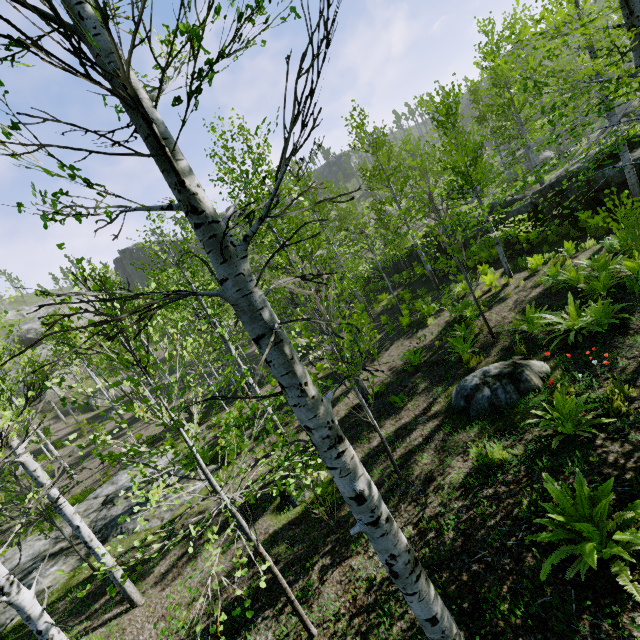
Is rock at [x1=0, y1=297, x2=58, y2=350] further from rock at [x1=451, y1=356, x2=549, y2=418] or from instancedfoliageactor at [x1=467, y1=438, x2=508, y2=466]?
rock at [x1=451, y1=356, x2=549, y2=418]

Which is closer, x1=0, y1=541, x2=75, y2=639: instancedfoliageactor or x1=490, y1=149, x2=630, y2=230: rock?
x1=0, y1=541, x2=75, y2=639: instancedfoliageactor

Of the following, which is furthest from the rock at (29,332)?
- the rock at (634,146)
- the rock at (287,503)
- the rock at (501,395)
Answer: the rock at (501,395)

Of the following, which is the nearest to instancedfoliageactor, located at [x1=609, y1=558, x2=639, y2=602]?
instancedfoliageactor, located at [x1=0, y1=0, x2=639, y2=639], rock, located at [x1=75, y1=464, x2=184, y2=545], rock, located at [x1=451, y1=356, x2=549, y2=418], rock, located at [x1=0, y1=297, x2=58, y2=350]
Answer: instancedfoliageactor, located at [x1=0, y1=0, x2=639, y2=639]

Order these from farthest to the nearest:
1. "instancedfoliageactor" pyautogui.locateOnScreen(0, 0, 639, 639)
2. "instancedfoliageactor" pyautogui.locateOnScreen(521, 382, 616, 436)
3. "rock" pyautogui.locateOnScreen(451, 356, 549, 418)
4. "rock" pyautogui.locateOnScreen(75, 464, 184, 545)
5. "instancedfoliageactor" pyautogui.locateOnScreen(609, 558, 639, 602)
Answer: "rock" pyautogui.locateOnScreen(75, 464, 184, 545), "rock" pyautogui.locateOnScreen(451, 356, 549, 418), "instancedfoliageactor" pyautogui.locateOnScreen(521, 382, 616, 436), "instancedfoliageactor" pyautogui.locateOnScreen(609, 558, 639, 602), "instancedfoliageactor" pyautogui.locateOnScreen(0, 0, 639, 639)

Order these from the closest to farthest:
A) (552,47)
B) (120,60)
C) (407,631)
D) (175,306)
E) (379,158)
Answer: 1. (120,60)
2. (407,631)
3. (552,47)
4. (379,158)
5. (175,306)

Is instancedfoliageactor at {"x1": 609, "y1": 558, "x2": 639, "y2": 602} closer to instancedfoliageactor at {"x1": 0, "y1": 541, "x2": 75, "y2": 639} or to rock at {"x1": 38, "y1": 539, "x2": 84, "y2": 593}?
instancedfoliageactor at {"x1": 0, "y1": 541, "x2": 75, "y2": 639}

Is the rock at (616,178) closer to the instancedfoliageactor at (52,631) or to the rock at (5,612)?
the instancedfoliageactor at (52,631)
